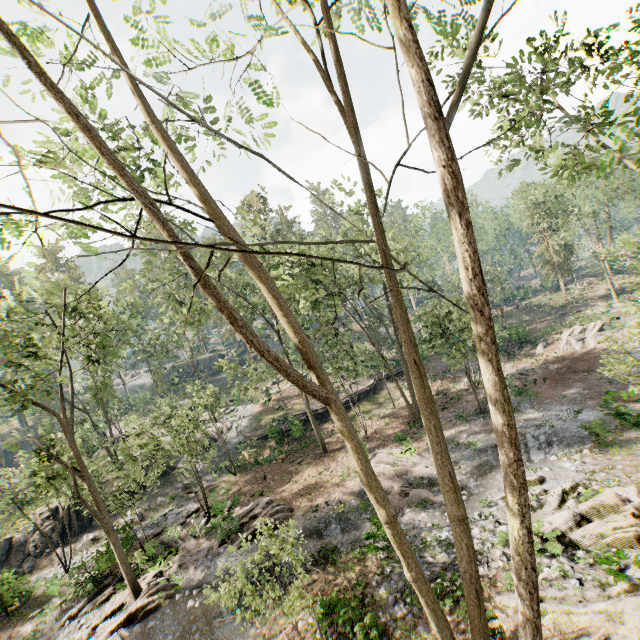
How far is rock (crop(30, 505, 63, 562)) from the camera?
25.5 meters

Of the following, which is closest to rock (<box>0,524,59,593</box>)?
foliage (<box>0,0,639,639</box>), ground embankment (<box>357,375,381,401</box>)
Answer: foliage (<box>0,0,639,639</box>)

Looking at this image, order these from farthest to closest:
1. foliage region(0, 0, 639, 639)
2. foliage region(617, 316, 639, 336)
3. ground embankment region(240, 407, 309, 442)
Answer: ground embankment region(240, 407, 309, 442) → foliage region(617, 316, 639, 336) → foliage region(0, 0, 639, 639)

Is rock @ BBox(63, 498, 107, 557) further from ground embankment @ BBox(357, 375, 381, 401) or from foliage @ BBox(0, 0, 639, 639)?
ground embankment @ BBox(357, 375, 381, 401)

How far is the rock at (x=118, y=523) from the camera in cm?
2143

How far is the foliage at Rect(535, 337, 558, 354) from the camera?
33.5 meters

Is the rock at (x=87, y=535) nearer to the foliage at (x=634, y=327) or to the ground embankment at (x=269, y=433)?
the foliage at (x=634, y=327)

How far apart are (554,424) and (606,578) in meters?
12.8
